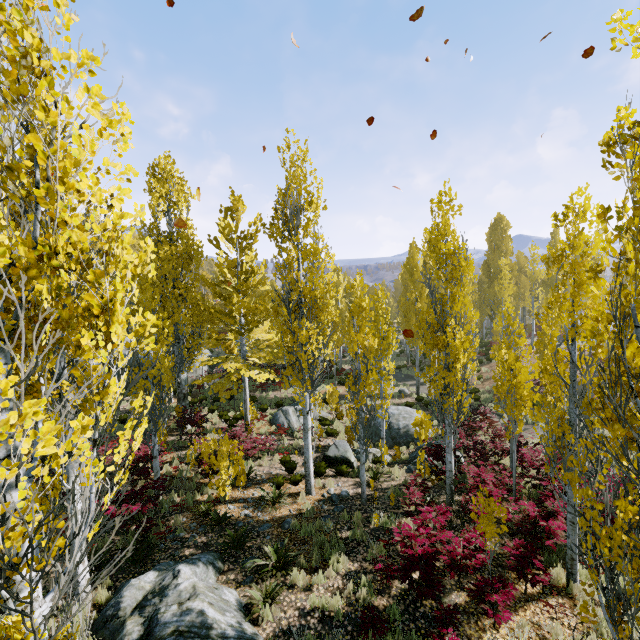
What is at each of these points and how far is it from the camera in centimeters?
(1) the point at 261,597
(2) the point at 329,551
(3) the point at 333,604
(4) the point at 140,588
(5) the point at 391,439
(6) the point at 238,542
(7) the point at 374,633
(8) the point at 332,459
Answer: (1) instancedfoliageactor, 691cm
(2) instancedfoliageactor, 812cm
(3) instancedfoliageactor, 670cm
(4) rock, 684cm
(5) rock, 1758cm
(6) instancedfoliageactor, 877cm
(7) instancedfoliageactor, 594cm
(8) rock, 1451cm

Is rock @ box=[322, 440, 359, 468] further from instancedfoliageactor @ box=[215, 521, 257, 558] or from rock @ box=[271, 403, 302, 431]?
rock @ box=[271, 403, 302, 431]

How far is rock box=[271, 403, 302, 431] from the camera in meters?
18.3

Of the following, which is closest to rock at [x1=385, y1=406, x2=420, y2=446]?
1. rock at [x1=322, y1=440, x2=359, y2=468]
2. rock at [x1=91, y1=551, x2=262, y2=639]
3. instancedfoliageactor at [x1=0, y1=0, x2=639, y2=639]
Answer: rock at [x1=322, y1=440, x2=359, y2=468]

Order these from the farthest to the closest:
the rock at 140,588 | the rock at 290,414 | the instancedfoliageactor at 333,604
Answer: the rock at 290,414
the instancedfoliageactor at 333,604
the rock at 140,588

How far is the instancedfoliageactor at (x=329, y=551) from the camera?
7.6m

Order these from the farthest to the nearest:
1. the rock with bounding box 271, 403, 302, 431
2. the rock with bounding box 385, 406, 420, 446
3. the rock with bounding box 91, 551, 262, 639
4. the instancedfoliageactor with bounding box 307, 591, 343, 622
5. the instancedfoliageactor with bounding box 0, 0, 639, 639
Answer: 1. the rock with bounding box 271, 403, 302, 431
2. the rock with bounding box 385, 406, 420, 446
3. the instancedfoliageactor with bounding box 307, 591, 343, 622
4. the rock with bounding box 91, 551, 262, 639
5. the instancedfoliageactor with bounding box 0, 0, 639, 639

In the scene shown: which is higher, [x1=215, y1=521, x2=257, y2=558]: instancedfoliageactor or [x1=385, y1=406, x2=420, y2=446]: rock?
[x1=215, y1=521, x2=257, y2=558]: instancedfoliageactor
